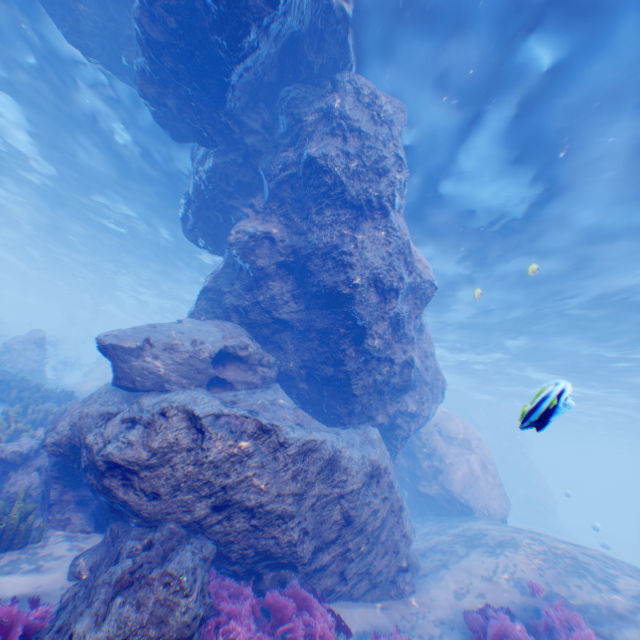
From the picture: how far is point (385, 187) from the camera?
8.3 meters

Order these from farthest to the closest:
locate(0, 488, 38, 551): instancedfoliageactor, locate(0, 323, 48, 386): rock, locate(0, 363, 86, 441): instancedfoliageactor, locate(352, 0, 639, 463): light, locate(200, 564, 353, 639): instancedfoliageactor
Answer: locate(0, 323, 48, 386): rock → locate(0, 363, 86, 441): instancedfoliageactor → locate(352, 0, 639, 463): light → locate(0, 488, 38, 551): instancedfoliageactor → locate(200, 564, 353, 639): instancedfoliageactor

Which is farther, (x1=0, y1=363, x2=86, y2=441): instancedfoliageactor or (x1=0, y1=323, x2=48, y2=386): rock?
(x1=0, y1=323, x2=48, y2=386): rock

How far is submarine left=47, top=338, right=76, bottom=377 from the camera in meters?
50.6

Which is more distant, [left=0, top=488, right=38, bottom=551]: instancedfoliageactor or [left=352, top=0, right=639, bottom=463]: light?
[left=352, top=0, right=639, bottom=463]: light

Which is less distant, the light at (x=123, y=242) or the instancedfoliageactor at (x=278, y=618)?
the instancedfoliageactor at (x=278, y=618)

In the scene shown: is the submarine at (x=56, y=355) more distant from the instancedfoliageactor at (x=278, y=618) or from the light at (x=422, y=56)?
the instancedfoliageactor at (x=278, y=618)

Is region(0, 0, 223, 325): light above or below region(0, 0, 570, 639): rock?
above
